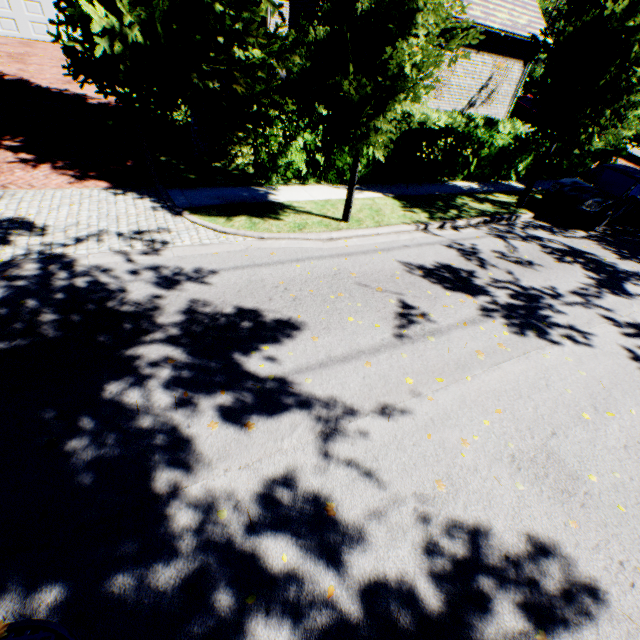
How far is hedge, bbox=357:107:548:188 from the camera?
10.5m

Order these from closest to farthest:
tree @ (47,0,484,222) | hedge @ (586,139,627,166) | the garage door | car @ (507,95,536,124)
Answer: tree @ (47,0,484,222) → hedge @ (586,139,627,166) → the garage door → car @ (507,95,536,124)

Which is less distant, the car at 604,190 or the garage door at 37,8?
the car at 604,190

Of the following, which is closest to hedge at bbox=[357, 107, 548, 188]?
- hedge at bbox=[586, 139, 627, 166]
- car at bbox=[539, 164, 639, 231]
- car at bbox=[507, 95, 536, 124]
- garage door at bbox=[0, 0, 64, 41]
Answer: hedge at bbox=[586, 139, 627, 166]

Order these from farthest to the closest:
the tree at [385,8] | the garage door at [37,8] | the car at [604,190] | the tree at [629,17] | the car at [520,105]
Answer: the car at [520,105], the garage door at [37,8], the car at [604,190], the tree at [629,17], the tree at [385,8]

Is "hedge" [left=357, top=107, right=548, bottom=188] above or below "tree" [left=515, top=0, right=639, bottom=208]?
below

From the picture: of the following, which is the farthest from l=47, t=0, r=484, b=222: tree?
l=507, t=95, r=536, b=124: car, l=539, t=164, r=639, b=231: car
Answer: l=507, t=95, r=536, b=124: car

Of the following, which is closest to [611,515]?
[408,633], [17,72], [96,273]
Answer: [408,633]
